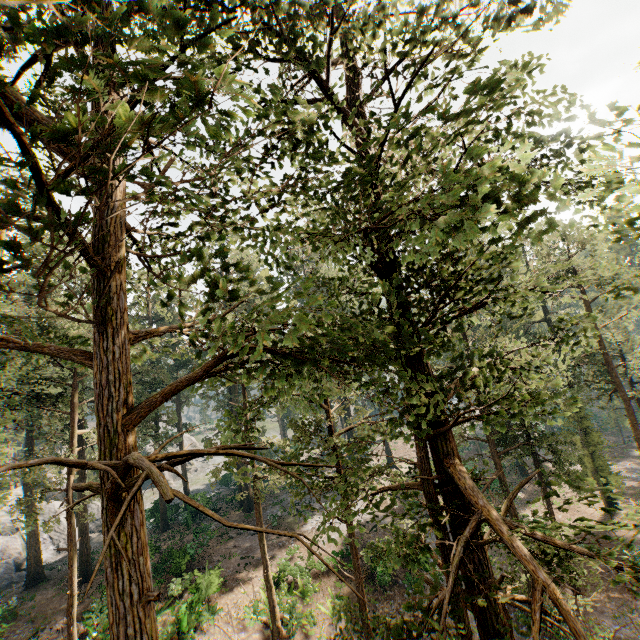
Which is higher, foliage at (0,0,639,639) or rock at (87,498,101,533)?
foliage at (0,0,639,639)

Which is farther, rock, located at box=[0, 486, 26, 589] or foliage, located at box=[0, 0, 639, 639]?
rock, located at box=[0, 486, 26, 589]

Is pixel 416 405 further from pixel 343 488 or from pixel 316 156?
pixel 316 156

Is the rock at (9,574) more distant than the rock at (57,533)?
No

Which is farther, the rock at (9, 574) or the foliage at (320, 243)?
the rock at (9, 574)
